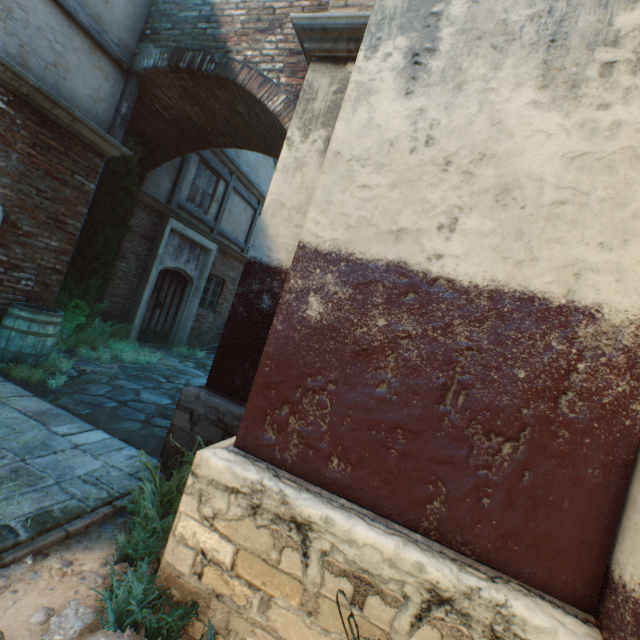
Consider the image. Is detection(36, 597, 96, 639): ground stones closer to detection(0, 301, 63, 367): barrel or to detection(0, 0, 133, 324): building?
detection(0, 0, 133, 324): building

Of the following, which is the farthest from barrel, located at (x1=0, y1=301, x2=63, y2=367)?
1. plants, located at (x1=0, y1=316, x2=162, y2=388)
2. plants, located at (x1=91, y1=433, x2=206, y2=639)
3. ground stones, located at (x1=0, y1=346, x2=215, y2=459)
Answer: plants, located at (x1=91, y1=433, x2=206, y2=639)

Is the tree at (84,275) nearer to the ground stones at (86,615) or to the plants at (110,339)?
the plants at (110,339)

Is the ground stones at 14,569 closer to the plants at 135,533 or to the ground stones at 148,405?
the plants at 135,533

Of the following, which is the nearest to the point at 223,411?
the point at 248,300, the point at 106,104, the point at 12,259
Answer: the point at 248,300

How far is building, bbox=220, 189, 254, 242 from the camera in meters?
11.3

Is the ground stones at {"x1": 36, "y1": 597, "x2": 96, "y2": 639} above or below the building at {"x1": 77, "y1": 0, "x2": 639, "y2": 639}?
below

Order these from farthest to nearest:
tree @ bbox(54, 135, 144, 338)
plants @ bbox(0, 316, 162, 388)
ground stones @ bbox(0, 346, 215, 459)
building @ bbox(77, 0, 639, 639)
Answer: tree @ bbox(54, 135, 144, 338) → plants @ bbox(0, 316, 162, 388) → ground stones @ bbox(0, 346, 215, 459) → building @ bbox(77, 0, 639, 639)
